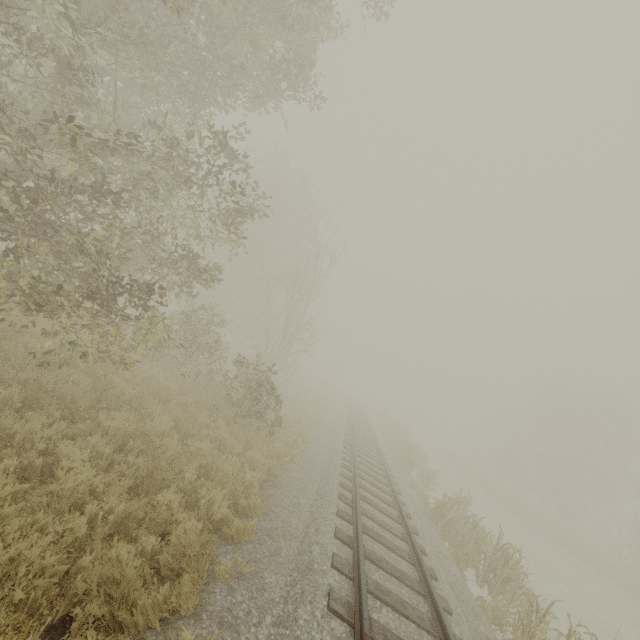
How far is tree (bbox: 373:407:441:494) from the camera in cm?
1814

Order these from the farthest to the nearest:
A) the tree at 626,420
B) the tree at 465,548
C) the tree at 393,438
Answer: the tree at 626,420 < the tree at 393,438 < the tree at 465,548

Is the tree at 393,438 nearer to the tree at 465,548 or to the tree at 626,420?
the tree at 465,548

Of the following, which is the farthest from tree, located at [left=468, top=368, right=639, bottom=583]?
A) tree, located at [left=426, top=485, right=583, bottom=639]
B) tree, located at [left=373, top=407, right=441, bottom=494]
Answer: tree, located at [left=426, top=485, right=583, bottom=639]

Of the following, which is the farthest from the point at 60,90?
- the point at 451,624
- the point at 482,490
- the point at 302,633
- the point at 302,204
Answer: the point at 482,490

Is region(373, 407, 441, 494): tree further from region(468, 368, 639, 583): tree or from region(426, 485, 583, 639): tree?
region(468, 368, 639, 583): tree
